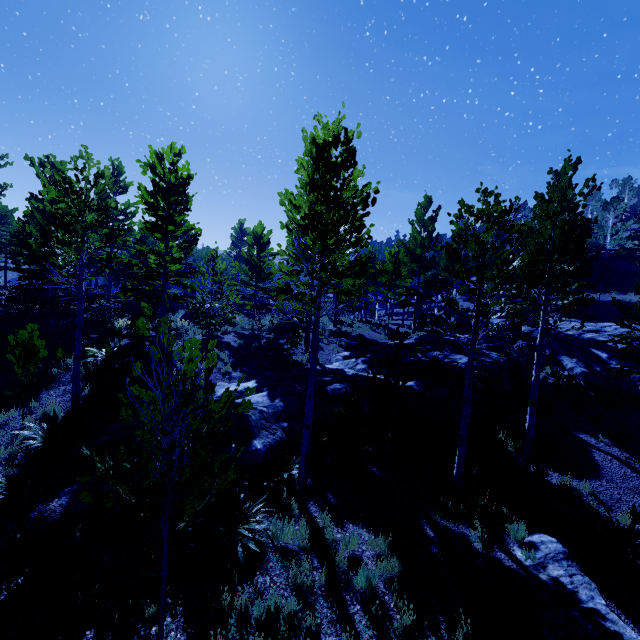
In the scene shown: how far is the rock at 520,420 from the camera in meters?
13.1 m

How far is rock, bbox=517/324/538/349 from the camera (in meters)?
24.47

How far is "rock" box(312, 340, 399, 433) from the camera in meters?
11.3

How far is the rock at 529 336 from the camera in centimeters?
2447cm

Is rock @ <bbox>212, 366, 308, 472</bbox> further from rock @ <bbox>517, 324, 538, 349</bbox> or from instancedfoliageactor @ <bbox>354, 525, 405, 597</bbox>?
rock @ <bbox>517, 324, 538, 349</bbox>

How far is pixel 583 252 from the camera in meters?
10.3 m

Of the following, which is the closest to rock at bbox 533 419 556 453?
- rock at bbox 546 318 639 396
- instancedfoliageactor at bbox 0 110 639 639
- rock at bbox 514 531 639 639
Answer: instancedfoliageactor at bbox 0 110 639 639

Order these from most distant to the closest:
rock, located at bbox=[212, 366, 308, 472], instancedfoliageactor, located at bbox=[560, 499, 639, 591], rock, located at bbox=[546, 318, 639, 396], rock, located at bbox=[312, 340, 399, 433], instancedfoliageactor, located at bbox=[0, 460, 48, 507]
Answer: rock, located at bbox=[546, 318, 639, 396], rock, located at bbox=[312, 340, 399, 433], rock, located at bbox=[212, 366, 308, 472], instancedfoliageactor, located at bbox=[560, 499, 639, 591], instancedfoliageactor, located at bbox=[0, 460, 48, 507]
